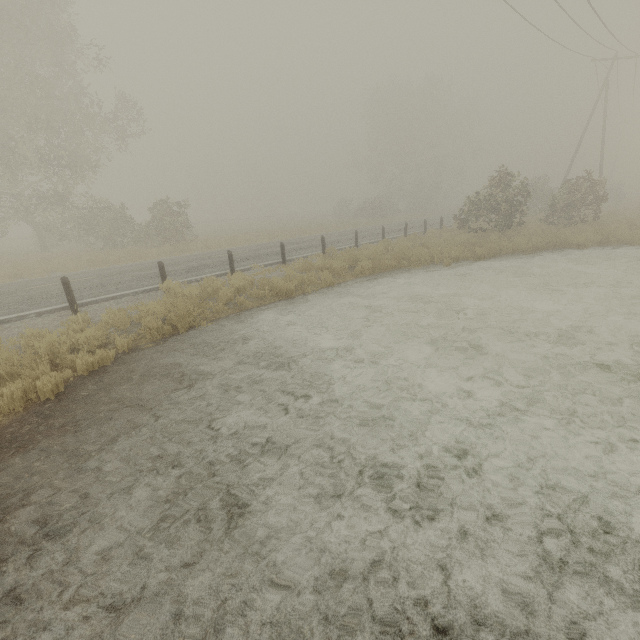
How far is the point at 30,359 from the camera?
5.8 meters

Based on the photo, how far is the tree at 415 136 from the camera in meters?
42.7 m

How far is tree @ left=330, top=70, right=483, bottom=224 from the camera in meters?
42.7
